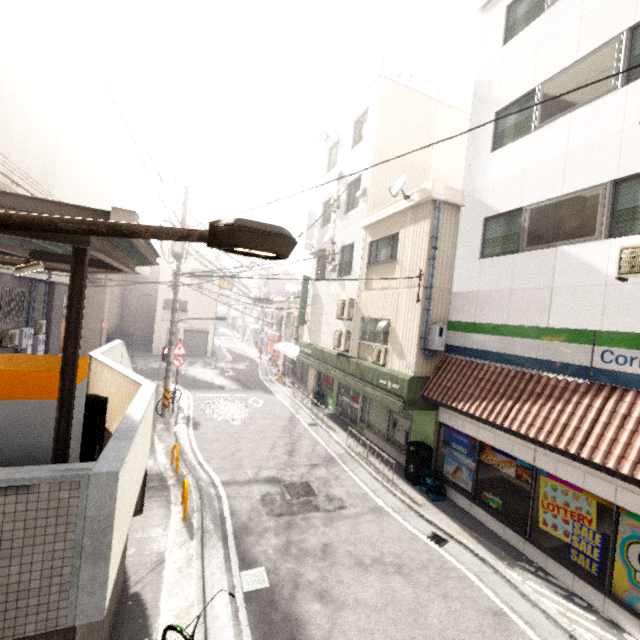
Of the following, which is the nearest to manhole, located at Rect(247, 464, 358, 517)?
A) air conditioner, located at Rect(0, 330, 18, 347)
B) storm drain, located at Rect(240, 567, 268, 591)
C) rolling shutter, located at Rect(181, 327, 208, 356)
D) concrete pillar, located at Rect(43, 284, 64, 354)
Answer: storm drain, located at Rect(240, 567, 268, 591)

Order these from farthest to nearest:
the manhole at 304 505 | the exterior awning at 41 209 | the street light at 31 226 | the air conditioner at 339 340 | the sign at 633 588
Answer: the air conditioner at 339 340 < the manhole at 304 505 < the sign at 633 588 < the exterior awning at 41 209 < the street light at 31 226

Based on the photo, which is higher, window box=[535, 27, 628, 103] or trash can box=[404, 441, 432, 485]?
window box=[535, 27, 628, 103]

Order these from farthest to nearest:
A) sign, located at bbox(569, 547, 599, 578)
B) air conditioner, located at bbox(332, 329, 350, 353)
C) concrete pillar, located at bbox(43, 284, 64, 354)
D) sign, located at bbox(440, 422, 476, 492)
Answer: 1. concrete pillar, located at bbox(43, 284, 64, 354)
2. air conditioner, located at bbox(332, 329, 350, 353)
3. sign, located at bbox(440, 422, 476, 492)
4. sign, located at bbox(569, 547, 599, 578)

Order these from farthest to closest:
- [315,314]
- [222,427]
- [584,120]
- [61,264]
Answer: [315,314] → [222,427] → [584,120] → [61,264]

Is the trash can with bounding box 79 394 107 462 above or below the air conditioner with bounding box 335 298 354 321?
below

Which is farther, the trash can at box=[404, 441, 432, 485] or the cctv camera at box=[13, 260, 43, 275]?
the trash can at box=[404, 441, 432, 485]

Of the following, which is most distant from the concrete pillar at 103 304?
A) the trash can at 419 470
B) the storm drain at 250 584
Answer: the trash can at 419 470
